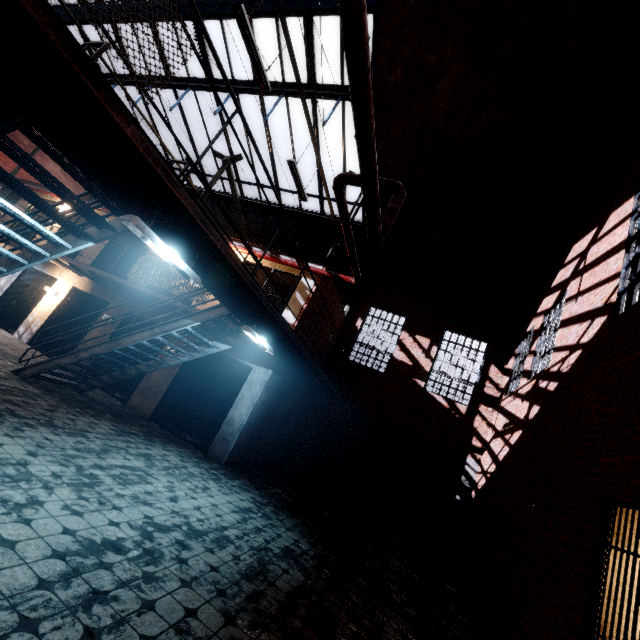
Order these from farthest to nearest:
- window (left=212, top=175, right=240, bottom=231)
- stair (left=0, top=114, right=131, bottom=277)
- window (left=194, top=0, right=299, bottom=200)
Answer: window (left=212, top=175, right=240, bottom=231) → window (left=194, top=0, right=299, bottom=200) → stair (left=0, top=114, right=131, bottom=277)

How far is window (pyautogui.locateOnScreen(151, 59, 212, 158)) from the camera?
11.2m

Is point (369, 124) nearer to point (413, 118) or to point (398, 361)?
point (413, 118)

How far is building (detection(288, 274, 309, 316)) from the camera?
9.10m

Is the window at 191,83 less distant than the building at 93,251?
Yes

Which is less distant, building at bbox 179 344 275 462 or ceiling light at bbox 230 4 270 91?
ceiling light at bbox 230 4 270 91

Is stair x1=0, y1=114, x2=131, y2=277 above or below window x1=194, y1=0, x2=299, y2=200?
below

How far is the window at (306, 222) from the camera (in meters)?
12.33
